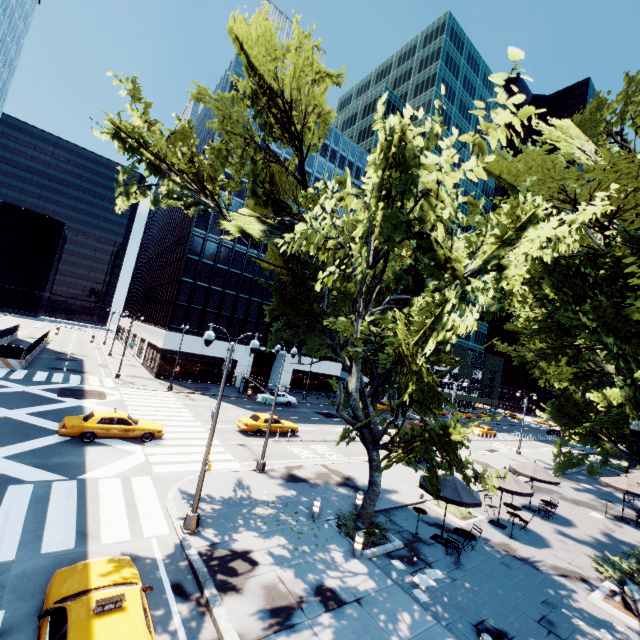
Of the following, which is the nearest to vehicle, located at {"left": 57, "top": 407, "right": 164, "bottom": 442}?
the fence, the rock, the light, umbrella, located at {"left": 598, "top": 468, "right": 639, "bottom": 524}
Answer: the light

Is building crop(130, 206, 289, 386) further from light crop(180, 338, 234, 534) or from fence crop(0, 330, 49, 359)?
light crop(180, 338, 234, 534)

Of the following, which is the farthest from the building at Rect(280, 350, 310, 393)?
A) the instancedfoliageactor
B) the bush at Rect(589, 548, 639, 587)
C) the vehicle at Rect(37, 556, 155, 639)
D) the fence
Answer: the bush at Rect(589, 548, 639, 587)

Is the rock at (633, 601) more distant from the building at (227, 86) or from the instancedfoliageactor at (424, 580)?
the building at (227, 86)

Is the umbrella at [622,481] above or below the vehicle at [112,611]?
above

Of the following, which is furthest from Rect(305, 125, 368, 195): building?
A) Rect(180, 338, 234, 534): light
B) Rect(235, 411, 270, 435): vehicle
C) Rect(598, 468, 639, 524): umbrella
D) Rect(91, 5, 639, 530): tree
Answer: Rect(598, 468, 639, 524): umbrella

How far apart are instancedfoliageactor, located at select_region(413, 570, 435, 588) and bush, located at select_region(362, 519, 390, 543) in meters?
2.0 m

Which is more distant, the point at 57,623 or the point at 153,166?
the point at 153,166
